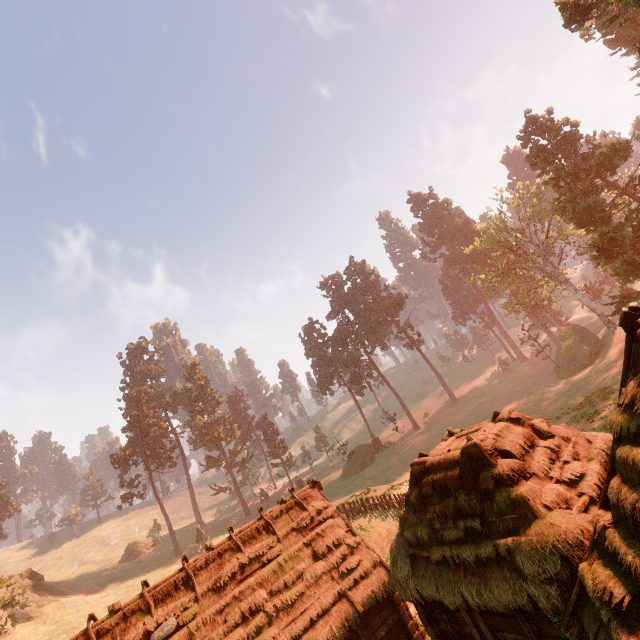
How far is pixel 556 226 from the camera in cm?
4419

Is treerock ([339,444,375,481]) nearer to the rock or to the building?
the building

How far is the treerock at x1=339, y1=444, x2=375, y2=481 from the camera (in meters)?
52.27

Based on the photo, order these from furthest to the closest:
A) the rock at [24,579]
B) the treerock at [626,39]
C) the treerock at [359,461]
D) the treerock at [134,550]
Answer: the treerock at [134,550], the treerock at [359,461], the rock at [24,579], the treerock at [626,39]

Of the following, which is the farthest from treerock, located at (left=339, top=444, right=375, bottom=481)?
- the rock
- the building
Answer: the rock

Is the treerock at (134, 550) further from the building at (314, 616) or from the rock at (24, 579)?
the rock at (24, 579)
